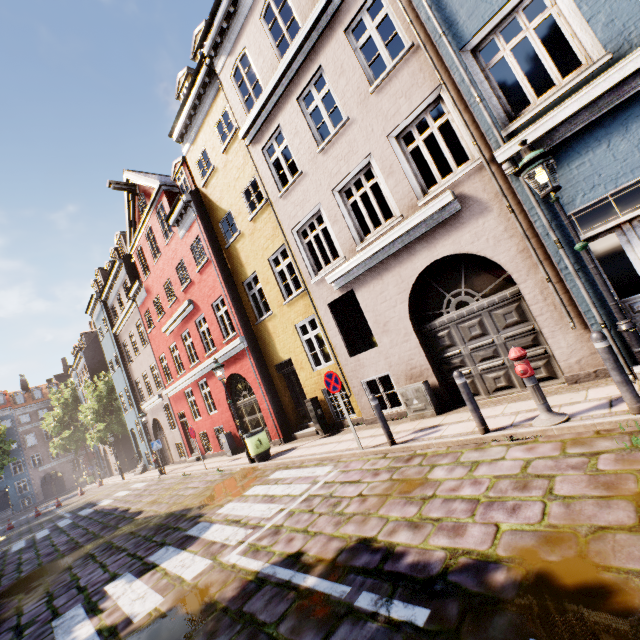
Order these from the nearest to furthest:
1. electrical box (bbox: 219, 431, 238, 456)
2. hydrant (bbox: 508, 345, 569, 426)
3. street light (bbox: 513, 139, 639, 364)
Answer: street light (bbox: 513, 139, 639, 364)
hydrant (bbox: 508, 345, 569, 426)
electrical box (bbox: 219, 431, 238, 456)

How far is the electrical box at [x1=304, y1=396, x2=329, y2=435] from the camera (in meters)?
10.77

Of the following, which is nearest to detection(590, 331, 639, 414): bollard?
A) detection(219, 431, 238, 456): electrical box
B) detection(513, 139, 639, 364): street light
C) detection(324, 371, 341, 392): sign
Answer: detection(513, 139, 639, 364): street light

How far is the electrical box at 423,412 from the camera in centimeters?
770cm

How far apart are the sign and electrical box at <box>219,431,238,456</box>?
8.9 meters

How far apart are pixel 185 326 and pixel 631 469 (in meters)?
16.41

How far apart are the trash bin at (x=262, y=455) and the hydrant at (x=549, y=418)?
8.10m

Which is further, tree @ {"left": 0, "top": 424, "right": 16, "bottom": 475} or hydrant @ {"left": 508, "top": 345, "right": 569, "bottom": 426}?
tree @ {"left": 0, "top": 424, "right": 16, "bottom": 475}
